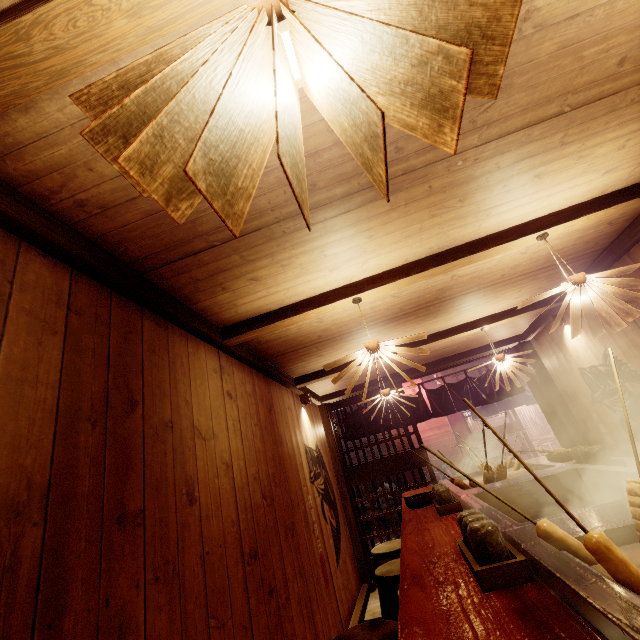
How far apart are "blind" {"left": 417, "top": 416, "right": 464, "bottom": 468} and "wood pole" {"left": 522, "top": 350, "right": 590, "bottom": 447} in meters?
9.5 m

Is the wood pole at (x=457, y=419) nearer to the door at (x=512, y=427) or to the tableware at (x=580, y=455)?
the door at (x=512, y=427)

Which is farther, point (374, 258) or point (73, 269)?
point (374, 258)

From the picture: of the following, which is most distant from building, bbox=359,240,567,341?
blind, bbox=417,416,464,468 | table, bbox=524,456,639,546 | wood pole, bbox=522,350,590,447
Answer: blind, bbox=417,416,464,468

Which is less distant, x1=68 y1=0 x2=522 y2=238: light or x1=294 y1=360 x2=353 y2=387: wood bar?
x1=68 y1=0 x2=522 y2=238: light

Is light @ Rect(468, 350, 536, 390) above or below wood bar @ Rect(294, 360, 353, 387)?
below

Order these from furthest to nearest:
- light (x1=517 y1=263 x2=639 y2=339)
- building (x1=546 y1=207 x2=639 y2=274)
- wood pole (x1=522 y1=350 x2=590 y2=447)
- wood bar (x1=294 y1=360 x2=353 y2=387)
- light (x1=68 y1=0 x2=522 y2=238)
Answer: wood pole (x1=522 y1=350 x2=590 y2=447) → wood bar (x1=294 y1=360 x2=353 y2=387) → building (x1=546 y1=207 x2=639 y2=274) → light (x1=517 y1=263 x2=639 y2=339) → light (x1=68 y1=0 x2=522 y2=238)

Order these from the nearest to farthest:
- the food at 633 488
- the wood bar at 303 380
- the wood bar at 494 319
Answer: the food at 633 488 → the wood bar at 494 319 → the wood bar at 303 380
